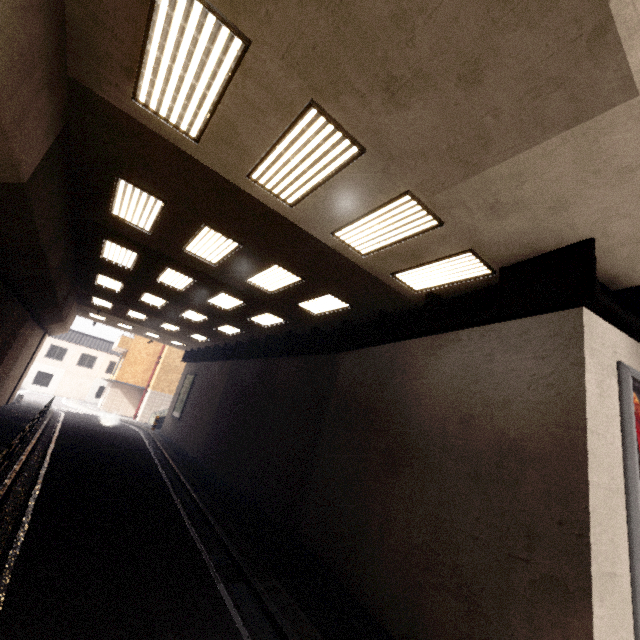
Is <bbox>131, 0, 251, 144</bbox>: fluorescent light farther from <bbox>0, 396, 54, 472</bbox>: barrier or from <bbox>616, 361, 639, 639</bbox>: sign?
<bbox>0, 396, 54, 472</bbox>: barrier

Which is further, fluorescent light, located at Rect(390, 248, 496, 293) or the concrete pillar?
fluorescent light, located at Rect(390, 248, 496, 293)

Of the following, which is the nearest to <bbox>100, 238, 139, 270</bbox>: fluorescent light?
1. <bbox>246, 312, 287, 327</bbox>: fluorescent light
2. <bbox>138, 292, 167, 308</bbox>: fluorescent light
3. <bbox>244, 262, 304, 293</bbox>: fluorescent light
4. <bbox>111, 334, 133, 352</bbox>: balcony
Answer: <bbox>138, 292, 167, 308</bbox>: fluorescent light

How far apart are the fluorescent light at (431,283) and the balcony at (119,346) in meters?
32.3

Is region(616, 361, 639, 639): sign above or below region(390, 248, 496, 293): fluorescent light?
below

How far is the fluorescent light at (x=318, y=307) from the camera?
9.8m

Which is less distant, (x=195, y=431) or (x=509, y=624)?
(x=509, y=624)

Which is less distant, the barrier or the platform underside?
the platform underside
